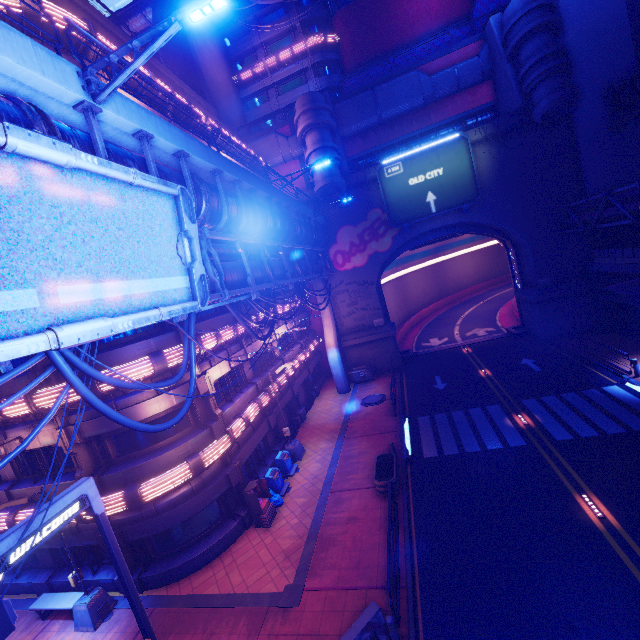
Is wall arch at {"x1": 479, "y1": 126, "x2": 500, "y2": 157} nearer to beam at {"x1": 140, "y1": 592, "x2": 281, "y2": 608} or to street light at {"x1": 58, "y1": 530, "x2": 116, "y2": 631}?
beam at {"x1": 140, "y1": 592, "x2": 281, "y2": 608}

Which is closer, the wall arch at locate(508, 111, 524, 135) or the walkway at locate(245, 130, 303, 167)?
the wall arch at locate(508, 111, 524, 135)

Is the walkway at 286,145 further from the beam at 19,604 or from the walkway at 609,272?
the beam at 19,604

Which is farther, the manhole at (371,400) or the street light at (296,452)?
the manhole at (371,400)

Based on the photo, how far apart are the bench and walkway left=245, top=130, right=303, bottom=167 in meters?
33.2

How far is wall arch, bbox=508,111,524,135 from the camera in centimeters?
2522cm

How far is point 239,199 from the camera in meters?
12.8
